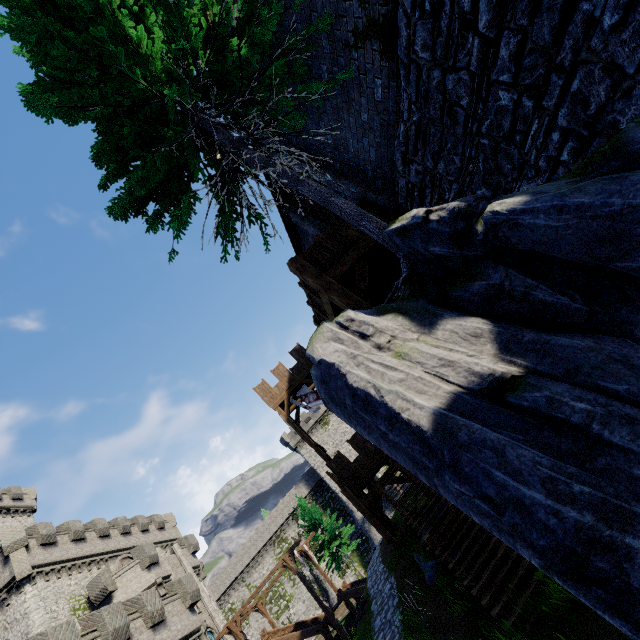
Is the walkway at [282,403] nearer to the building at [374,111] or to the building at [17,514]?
the building at [374,111]

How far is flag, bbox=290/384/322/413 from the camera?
24.0m

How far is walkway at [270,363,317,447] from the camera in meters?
22.9

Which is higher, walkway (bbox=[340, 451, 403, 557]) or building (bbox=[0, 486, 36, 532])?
building (bbox=[0, 486, 36, 532])

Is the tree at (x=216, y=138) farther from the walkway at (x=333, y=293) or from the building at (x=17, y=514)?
the building at (x=17, y=514)

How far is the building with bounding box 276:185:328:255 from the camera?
12.5 meters

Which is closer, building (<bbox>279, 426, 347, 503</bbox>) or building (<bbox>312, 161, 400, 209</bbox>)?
building (<bbox>312, 161, 400, 209</bbox>)

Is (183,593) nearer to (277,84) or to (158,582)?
(158,582)
